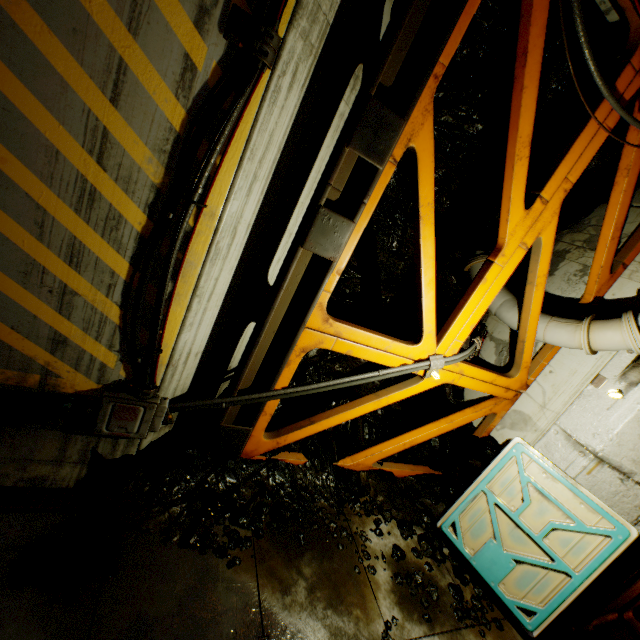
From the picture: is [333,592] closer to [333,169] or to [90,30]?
[333,169]

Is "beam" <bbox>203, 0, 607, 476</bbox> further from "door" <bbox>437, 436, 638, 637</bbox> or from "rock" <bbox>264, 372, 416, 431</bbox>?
"door" <bbox>437, 436, 638, 637</bbox>

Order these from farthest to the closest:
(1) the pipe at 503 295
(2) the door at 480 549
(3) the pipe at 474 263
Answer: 1. (3) the pipe at 474 263
2. (1) the pipe at 503 295
3. (2) the door at 480 549

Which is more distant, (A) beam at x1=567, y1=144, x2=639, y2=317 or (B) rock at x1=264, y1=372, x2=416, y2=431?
(B) rock at x1=264, y1=372, x2=416, y2=431

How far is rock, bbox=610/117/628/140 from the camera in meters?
4.3

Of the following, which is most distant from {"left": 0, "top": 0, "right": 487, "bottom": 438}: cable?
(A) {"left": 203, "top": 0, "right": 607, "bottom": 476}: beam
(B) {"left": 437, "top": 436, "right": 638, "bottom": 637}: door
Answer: (B) {"left": 437, "top": 436, "right": 638, "bottom": 637}: door

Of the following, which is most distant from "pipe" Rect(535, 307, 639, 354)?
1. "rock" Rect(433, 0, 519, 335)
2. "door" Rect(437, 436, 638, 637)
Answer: "door" Rect(437, 436, 638, 637)

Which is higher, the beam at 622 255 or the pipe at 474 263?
the beam at 622 255
